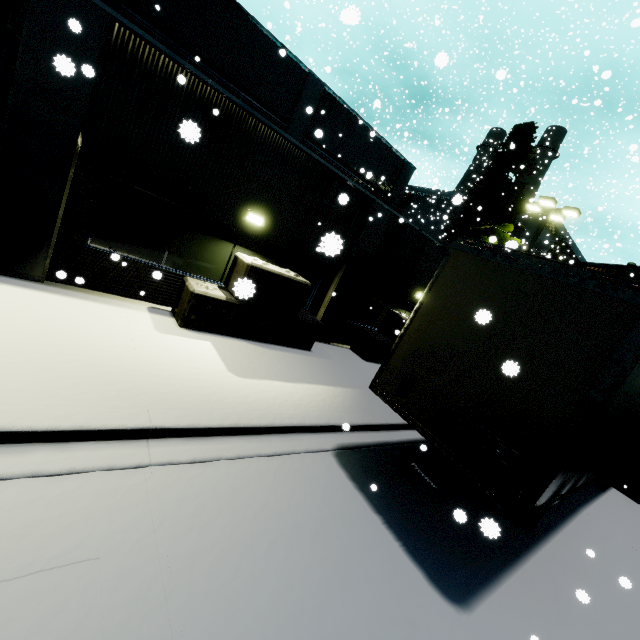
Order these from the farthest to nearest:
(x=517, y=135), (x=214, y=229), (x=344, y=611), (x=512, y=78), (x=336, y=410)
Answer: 1. (x=512, y=78)
2. (x=517, y=135)
3. (x=214, y=229)
4. (x=336, y=410)
5. (x=344, y=611)

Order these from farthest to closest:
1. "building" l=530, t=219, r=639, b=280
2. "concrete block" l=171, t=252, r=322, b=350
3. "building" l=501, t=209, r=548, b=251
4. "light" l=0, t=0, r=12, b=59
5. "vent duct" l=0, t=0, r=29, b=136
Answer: "building" l=501, t=209, r=548, b=251
"building" l=530, t=219, r=639, b=280
"vent duct" l=0, t=0, r=29, b=136
"concrete block" l=171, t=252, r=322, b=350
"light" l=0, t=0, r=12, b=59

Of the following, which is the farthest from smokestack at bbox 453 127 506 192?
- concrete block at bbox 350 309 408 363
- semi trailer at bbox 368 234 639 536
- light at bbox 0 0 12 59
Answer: light at bbox 0 0 12 59

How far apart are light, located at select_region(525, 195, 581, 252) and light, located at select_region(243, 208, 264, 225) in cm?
1456

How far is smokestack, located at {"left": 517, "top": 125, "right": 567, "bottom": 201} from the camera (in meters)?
38.75

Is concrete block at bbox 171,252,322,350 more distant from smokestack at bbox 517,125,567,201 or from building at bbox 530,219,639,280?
smokestack at bbox 517,125,567,201

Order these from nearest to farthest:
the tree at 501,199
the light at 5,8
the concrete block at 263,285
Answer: the light at 5,8
the concrete block at 263,285
the tree at 501,199

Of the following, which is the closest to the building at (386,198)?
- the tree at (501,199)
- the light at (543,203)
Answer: the tree at (501,199)
